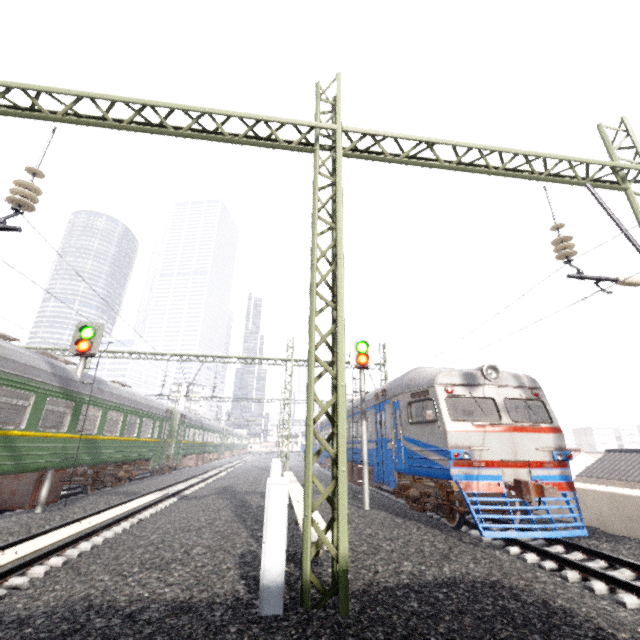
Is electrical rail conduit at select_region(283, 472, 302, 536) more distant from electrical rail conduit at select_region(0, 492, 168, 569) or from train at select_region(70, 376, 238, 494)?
train at select_region(70, 376, 238, 494)

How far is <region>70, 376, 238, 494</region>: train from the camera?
12.1 meters

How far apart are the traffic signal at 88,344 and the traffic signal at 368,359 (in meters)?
8.96

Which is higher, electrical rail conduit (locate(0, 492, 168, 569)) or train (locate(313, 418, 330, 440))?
train (locate(313, 418, 330, 440))

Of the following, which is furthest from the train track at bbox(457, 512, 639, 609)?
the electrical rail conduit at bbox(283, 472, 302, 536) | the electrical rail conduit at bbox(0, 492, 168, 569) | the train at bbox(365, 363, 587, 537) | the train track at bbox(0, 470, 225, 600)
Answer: the electrical rail conduit at bbox(0, 492, 168, 569)

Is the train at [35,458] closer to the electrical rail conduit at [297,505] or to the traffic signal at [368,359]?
the electrical rail conduit at [297,505]

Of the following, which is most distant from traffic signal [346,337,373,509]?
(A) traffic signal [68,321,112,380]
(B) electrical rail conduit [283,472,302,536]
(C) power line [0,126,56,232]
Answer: (A) traffic signal [68,321,112,380]

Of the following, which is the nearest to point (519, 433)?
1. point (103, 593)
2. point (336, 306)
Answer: point (336, 306)
